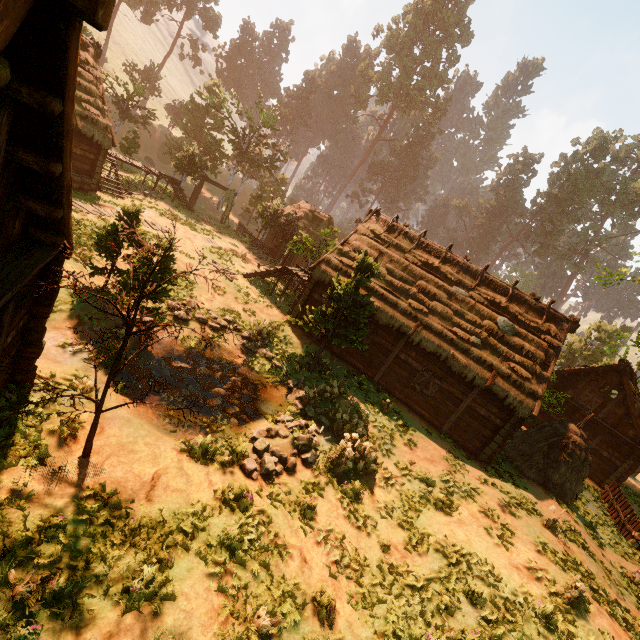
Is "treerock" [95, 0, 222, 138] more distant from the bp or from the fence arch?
the bp

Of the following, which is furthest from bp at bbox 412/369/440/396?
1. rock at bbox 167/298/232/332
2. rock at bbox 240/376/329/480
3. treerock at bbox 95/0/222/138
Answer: rock at bbox 167/298/232/332

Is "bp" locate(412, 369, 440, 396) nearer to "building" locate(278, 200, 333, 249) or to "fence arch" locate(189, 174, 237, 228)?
"building" locate(278, 200, 333, 249)

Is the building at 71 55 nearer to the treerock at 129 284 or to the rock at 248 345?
the treerock at 129 284

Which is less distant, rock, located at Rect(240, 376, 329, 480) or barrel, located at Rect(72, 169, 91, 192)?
rock, located at Rect(240, 376, 329, 480)

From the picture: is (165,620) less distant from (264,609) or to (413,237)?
(264,609)

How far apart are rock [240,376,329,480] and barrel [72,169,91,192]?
17.73m

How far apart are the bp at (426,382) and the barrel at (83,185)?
21.87m
